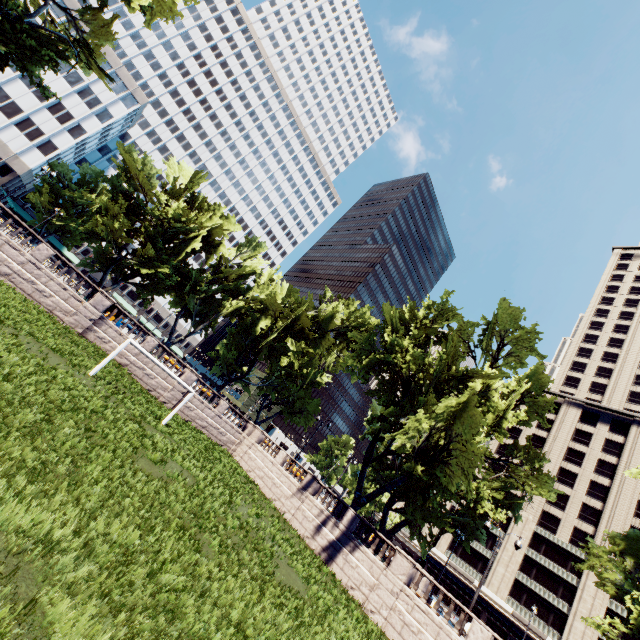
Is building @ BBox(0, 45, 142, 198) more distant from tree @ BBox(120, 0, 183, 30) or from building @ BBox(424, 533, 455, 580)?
building @ BBox(424, 533, 455, 580)

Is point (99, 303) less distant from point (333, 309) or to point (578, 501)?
point (333, 309)

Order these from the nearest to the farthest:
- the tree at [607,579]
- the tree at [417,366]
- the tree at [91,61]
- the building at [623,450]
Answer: the tree at [607,579] → the tree at [91,61] → the tree at [417,366] → the building at [623,450]

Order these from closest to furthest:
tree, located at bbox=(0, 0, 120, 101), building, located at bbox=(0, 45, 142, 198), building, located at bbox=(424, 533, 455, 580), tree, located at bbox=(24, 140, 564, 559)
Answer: tree, located at bbox=(0, 0, 120, 101)
tree, located at bbox=(24, 140, 564, 559)
building, located at bbox=(0, 45, 142, 198)
building, located at bbox=(424, 533, 455, 580)

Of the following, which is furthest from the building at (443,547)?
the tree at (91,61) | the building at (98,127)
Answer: the building at (98,127)

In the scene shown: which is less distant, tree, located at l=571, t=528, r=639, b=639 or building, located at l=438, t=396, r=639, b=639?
tree, located at l=571, t=528, r=639, b=639

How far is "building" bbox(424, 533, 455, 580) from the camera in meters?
54.5

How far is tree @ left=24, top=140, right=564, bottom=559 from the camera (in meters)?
26.86
